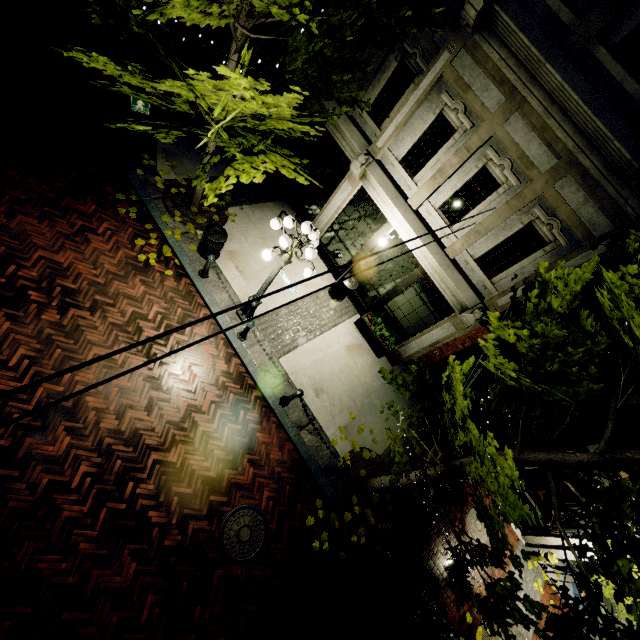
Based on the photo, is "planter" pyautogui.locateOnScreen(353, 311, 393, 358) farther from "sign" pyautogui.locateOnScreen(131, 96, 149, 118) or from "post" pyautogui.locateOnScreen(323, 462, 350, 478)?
"sign" pyautogui.locateOnScreen(131, 96, 149, 118)

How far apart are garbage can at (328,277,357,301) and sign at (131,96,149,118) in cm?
667

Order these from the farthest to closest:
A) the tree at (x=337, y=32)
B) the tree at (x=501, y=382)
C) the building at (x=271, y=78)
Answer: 1. the building at (x=271, y=78)
2. the tree at (x=337, y=32)
3. the tree at (x=501, y=382)

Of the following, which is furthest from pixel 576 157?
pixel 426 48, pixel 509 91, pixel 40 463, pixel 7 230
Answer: pixel 7 230

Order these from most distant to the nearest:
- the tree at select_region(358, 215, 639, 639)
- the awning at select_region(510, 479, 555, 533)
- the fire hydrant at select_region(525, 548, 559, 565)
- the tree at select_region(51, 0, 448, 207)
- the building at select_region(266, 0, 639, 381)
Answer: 1. the fire hydrant at select_region(525, 548, 559, 565)
2. the awning at select_region(510, 479, 555, 533)
3. the building at select_region(266, 0, 639, 381)
4. the tree at select_region(51, 0, 448, 207)
5. the tree at select_region(358, 215, 639, 639)

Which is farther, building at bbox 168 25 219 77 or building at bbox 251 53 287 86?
building at bbox 168 25 219 77

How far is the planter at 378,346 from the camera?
10.18m

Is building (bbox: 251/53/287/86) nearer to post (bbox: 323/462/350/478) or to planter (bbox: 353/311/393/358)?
planter (bbox: 353/311/393/358)
